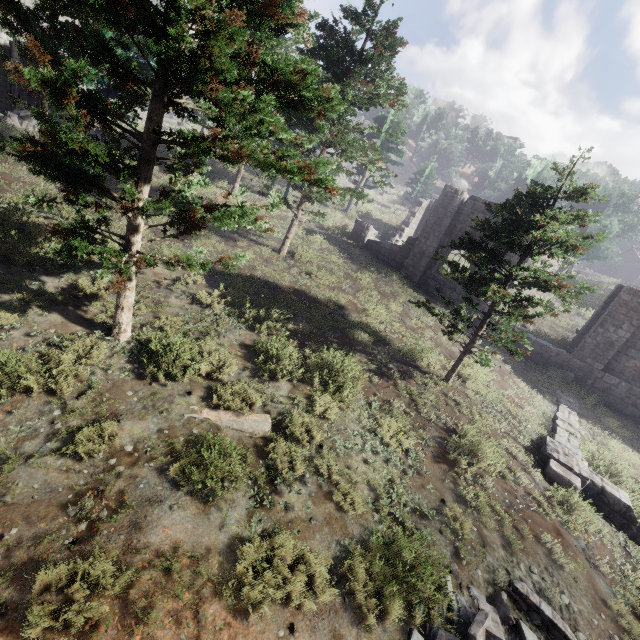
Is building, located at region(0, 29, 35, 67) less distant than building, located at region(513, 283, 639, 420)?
No

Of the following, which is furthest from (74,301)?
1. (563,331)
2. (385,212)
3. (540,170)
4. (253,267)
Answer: (540,170)

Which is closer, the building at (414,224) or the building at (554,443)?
the building at (554,443)

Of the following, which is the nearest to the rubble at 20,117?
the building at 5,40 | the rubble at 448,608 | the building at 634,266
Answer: the building at 5,40

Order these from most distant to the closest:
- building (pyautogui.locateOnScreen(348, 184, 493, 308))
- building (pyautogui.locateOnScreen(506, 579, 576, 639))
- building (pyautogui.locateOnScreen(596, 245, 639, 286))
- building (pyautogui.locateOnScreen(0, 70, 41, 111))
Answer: building (pyautogui.locateOnScreen(596, 245, 639, 286))
building (pyautogui.locateOnScreen(0, 70, 41, 111))
building (pyautogui.locateOnScreen(348, 184, 493, 308))
building (pyautogui.locateOnScreen(506, 579, 576, 639))

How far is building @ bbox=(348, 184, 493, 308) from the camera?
19.4m

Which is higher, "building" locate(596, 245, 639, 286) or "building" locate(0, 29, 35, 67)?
"building" locate(596, 245, 639, 286)

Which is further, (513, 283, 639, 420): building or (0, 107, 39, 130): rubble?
(0, 107, 39, 130): rubble
